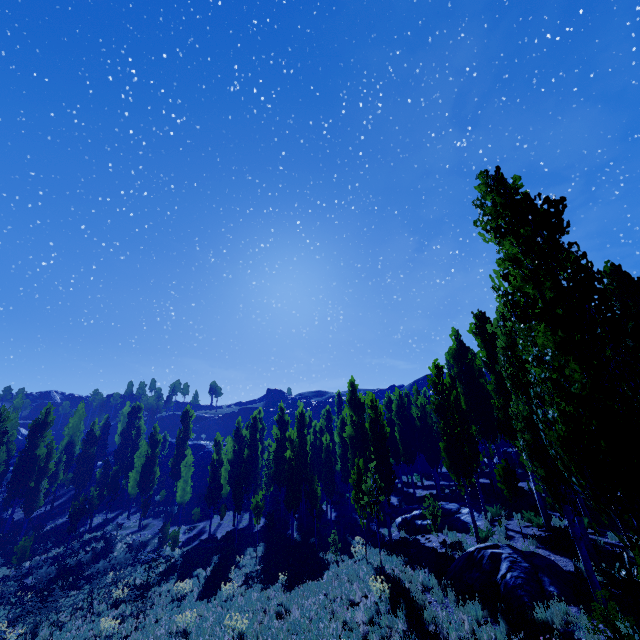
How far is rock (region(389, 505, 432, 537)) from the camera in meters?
18.8

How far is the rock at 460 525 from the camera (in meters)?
16.72

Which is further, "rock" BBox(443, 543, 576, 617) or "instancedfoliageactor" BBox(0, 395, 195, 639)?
"instancedfoliageactor" BBox(0, 395, 195, 639)

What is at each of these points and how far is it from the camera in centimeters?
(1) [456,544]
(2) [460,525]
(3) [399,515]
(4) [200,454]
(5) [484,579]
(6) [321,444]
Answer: (1) instancedfoliageactor, 1392cm
(2) rock, 1670cm
(3) rock, 2492cm
(4) rock, 5266cm
(5) rock, 1006cm
(6) instancedfoliageactor, 3591cm

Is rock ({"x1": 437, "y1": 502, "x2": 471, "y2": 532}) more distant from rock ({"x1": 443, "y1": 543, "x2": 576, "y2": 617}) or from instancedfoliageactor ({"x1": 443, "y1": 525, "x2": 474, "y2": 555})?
rock ({"x1": 443, "y1": 543, "x2": 576, "y2": 617})

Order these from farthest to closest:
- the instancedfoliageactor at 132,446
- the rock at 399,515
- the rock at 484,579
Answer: the instancedfoliageactor at 132,446
the rock at 399,515
the rock at 484,579

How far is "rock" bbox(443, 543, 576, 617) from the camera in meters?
8.8
